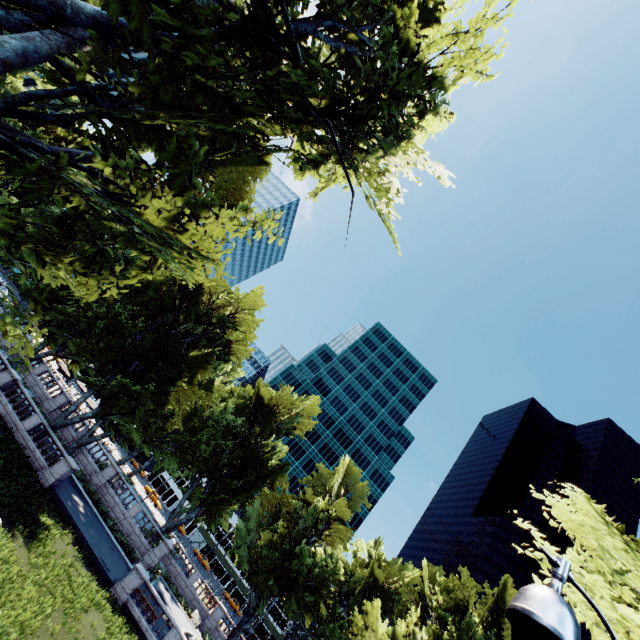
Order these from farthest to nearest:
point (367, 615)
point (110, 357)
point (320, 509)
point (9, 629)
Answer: point (367, 615) < point (320, 509) < point (110, 357) < point (9, 629)

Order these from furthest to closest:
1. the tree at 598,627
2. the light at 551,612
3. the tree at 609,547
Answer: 1. the tree at 609,547
2. the tree at 598,627
3. the light at 551,612

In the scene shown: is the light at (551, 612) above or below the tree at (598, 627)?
below

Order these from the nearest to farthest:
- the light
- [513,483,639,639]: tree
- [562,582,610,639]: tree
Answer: the light, [562,582,610,639]: tree, [513,483,639,639]: tree

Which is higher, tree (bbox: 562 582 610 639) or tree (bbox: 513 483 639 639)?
tree (bbox: 513 483 639 639)

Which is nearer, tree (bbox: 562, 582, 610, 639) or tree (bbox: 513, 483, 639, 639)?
tree (bbox: 562, 582, 610, 639)

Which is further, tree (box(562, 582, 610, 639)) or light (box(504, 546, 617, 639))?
tree (box(562, 582, 610, 639))
